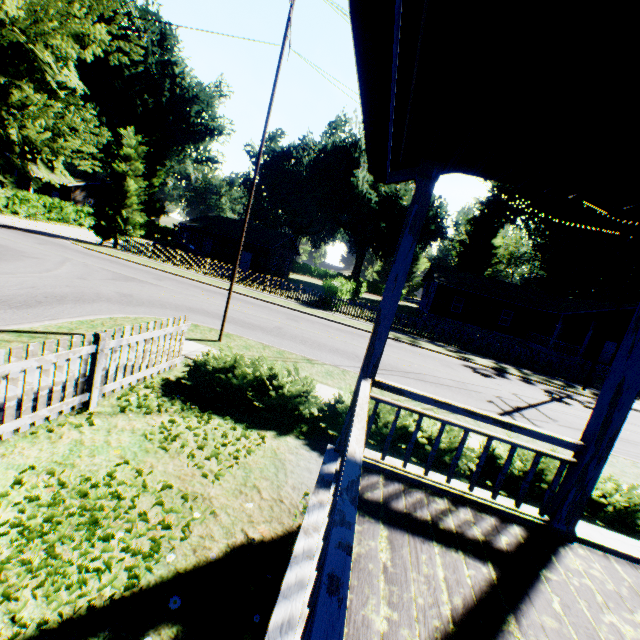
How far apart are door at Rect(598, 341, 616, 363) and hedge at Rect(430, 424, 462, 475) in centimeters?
3648cm

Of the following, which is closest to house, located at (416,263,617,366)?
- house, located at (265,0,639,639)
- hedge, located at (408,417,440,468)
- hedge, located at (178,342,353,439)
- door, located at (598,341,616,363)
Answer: door, located at (598,341,616,363)

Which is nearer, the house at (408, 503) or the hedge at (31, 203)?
the house at (408, 503)

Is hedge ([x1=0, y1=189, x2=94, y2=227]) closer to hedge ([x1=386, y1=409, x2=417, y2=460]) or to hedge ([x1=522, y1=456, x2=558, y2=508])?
hedge ([x1=386, y1=409, x2=417, y2=460])

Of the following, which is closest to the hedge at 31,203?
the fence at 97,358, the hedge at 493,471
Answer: the fence at 97,358

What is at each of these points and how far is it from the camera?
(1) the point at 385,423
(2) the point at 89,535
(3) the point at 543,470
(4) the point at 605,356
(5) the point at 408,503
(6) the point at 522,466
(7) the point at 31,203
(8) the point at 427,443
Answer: (1) hedge, 6.09m
(2) plant, 3.15m
(3) hedge, 5.70m
(4) door, 32.12m
(5) house, 3.42m
(6) hedge, 5.70m
(7) hedge, 32.09m
(8) hedge, 5.94m

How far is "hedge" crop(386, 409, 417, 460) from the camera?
5.8m
